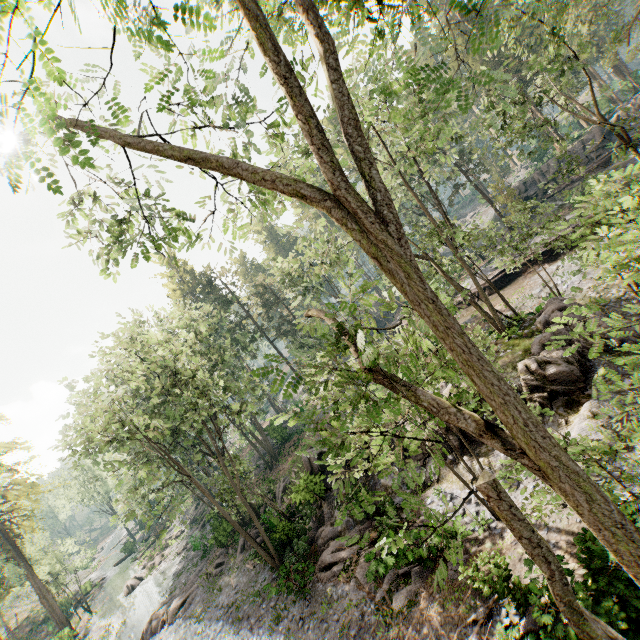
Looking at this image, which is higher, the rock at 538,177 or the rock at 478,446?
the rock at 538,177

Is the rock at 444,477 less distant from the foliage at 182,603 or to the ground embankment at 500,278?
the foliage at 182,603

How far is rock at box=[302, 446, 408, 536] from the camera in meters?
16.5 m

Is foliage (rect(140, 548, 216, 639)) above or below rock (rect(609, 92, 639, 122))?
below

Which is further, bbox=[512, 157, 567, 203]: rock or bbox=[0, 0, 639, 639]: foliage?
bbox=[512, 157, 567, 203]: rock

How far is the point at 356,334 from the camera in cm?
380

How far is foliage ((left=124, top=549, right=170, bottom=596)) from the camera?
35.31m

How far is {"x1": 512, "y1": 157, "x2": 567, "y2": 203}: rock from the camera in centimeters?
3747cm
